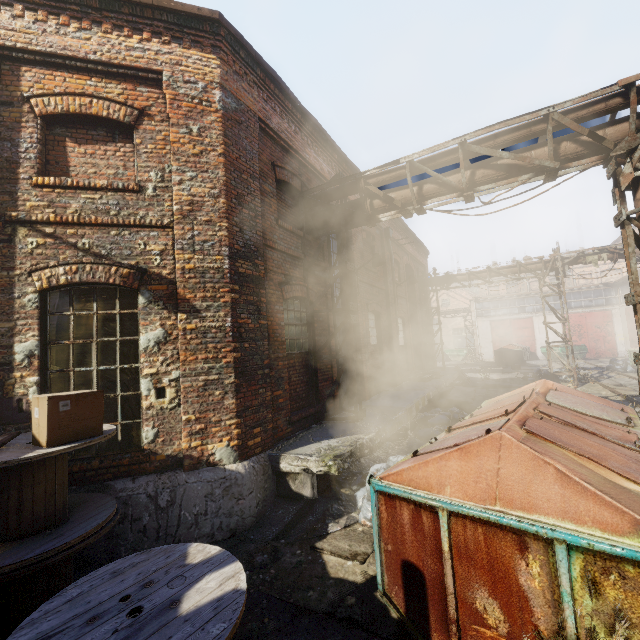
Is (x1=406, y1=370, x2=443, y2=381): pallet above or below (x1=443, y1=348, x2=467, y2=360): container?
above

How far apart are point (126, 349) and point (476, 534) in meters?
Result: 5.0 m

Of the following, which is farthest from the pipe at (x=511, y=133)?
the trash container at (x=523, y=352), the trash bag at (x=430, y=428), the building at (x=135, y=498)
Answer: the trash container at (x=523, y=352)

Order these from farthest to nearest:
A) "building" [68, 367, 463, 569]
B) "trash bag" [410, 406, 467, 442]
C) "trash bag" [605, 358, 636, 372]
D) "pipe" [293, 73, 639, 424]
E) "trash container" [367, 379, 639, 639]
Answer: "trash bag" [605, 358, 636, 372]
"trash bag" [410, 406, 467, 442]
"pipe" [293, 73, 639, 424]
"building" [68, 367, 463, 569]
"trash container" [367, 379, 639, 639]

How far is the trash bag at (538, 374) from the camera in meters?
16.4 m

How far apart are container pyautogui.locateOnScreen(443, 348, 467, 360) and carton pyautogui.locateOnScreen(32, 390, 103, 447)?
39.2m

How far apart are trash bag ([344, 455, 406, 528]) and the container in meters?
34.6

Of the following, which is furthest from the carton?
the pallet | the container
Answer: the container
